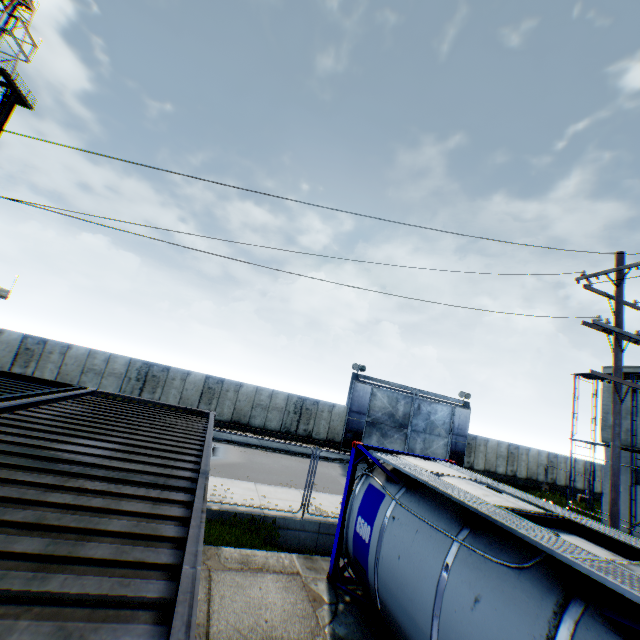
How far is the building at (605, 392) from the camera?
20.9m

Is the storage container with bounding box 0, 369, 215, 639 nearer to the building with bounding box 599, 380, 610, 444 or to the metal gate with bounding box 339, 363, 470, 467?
the metal gate with bounding box 339, 363, 470, 467

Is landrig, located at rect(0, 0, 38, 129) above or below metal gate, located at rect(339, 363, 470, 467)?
above

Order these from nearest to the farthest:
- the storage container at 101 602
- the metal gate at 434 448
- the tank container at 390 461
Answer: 1. the storage container at 101 602
2. the tank container at 390 461
3. the metal gate at 434 448

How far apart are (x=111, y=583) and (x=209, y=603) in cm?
568

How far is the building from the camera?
20.9m

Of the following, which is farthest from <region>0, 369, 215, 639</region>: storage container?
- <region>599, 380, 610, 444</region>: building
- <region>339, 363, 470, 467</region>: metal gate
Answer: <region>599, 380, 610, 444</region>: building

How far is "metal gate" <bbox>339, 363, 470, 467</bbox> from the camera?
25.4m
